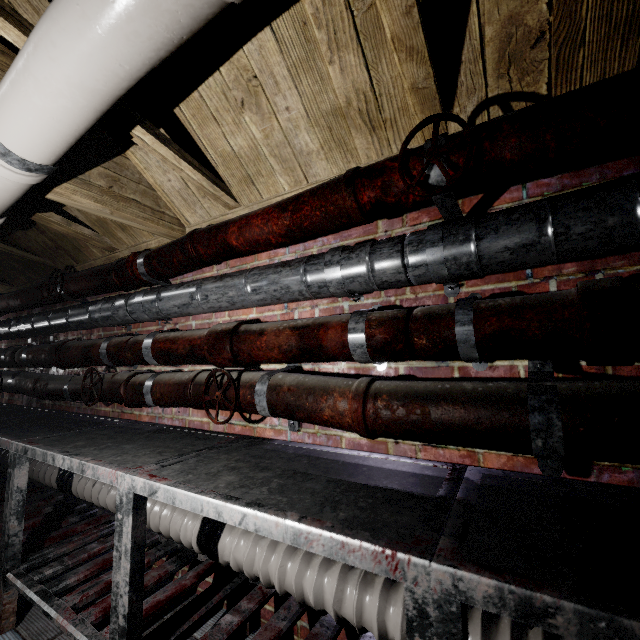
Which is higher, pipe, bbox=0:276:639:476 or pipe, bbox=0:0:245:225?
pipe, bbox=0:0:245:225

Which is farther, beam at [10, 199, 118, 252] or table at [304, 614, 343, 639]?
beam at [10, 199, 118, 252]

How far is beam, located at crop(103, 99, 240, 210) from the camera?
1.2 meters

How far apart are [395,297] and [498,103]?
0.7 meters

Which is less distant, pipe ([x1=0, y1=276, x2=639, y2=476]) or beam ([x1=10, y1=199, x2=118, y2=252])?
pipe ([x1=0, y1=276, x2=639, y2=476])

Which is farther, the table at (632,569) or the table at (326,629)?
the table at (326,629)

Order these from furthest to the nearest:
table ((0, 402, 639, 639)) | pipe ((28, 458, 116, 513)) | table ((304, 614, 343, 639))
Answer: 1. pipe ((28, 458, 116, 513))
2. table ((304, 614, 343, 639))
3. table ((0, 402, 639, 639))

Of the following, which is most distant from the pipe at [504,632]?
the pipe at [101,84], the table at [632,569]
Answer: the pipe at [101,84]
